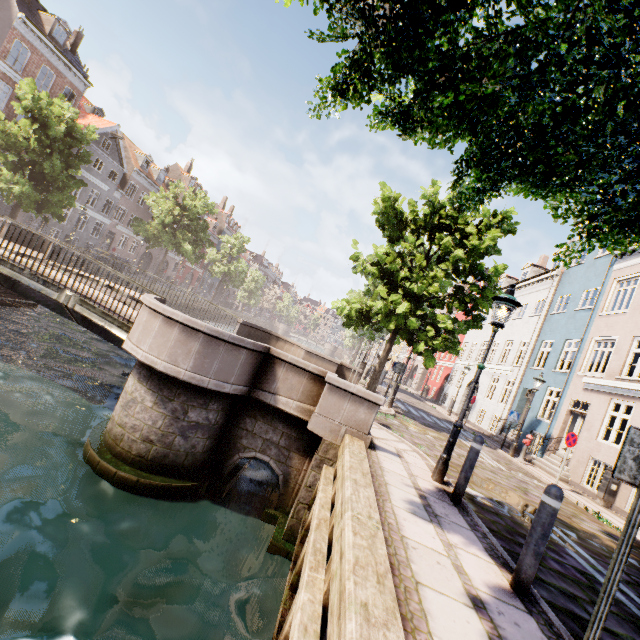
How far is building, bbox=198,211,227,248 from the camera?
54.5m

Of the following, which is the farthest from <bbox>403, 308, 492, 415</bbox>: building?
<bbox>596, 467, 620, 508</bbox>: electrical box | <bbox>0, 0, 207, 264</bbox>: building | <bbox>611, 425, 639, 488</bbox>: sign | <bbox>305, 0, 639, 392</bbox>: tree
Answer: <bbox>0, 0, 207, 264</bbox>: building

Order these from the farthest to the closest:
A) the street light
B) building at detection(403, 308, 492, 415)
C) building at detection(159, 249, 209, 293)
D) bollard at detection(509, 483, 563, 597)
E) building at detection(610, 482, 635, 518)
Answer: building at detection(159, 249, 209, 293), building at detection(403, 308, 492, 415), building at detection(610, 482, 635, 518), the street light, bollard at detection(509, 483, 563, 597)

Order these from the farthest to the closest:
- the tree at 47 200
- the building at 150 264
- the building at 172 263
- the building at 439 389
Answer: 1. the building at 172 263
2. the building at 150 264
3. the building at 439 389
4. the tree at 47 200

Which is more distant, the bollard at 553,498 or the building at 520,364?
the building at 520,364

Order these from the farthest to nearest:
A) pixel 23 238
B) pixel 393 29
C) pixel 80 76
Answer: pixel 80 76
pixel 23 238
pixel 393 29

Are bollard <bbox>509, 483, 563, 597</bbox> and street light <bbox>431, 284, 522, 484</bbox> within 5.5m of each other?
yes

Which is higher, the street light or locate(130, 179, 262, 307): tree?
locate(130, 179, 262, 307): tree
